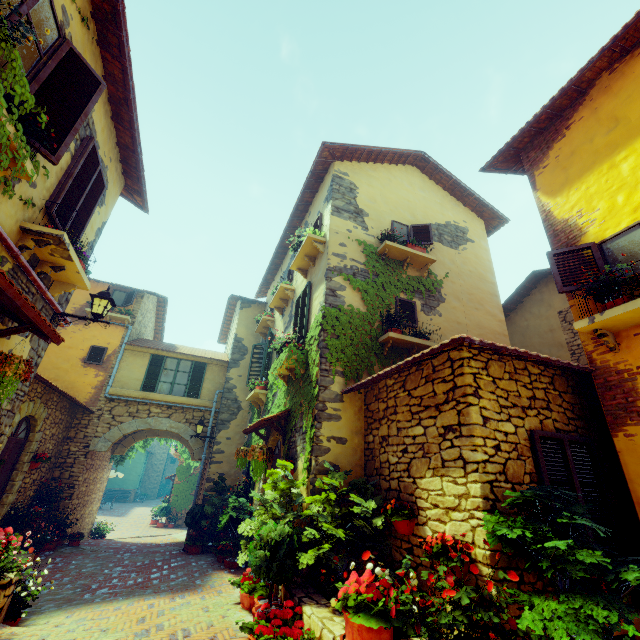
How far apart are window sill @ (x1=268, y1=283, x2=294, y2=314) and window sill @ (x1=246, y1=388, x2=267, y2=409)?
2.4 meters

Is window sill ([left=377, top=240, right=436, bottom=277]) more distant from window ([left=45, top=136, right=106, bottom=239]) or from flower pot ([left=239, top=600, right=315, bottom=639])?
flower pot ([left=239, top=600, right=315, bottom=639])

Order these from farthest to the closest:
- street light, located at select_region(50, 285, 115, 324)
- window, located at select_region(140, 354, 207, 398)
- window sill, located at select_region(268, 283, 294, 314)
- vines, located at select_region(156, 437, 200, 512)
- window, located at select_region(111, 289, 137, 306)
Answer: vines, located at select_region(156, 437, 200, 512) < window, located at select_region(111, 289, 137, 306) < window, located at select_region(140, 354, 207, 398) < window sill, located at select_region(268, 283, 294, 314) < street light, located at select_region(50, 285, 115, 324)

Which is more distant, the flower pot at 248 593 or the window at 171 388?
the window at 171 388

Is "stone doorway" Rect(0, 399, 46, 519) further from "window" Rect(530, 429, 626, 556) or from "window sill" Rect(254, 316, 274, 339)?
"window" Rect(530, 429, 626, 556)

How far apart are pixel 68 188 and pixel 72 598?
7.4m

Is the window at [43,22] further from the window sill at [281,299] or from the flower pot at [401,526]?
the flower pot at [401,526]

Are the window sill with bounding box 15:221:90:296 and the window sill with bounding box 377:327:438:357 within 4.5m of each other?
no
